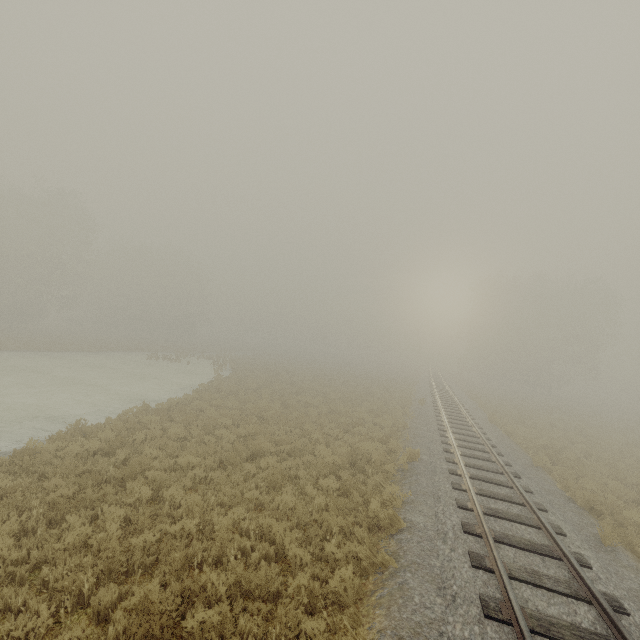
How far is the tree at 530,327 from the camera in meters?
41.1 m

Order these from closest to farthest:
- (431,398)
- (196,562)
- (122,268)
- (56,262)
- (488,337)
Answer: (196,562) < (431,398) < (56,262) < (122,268) < (488,337)

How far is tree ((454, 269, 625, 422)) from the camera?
41.1 meters
